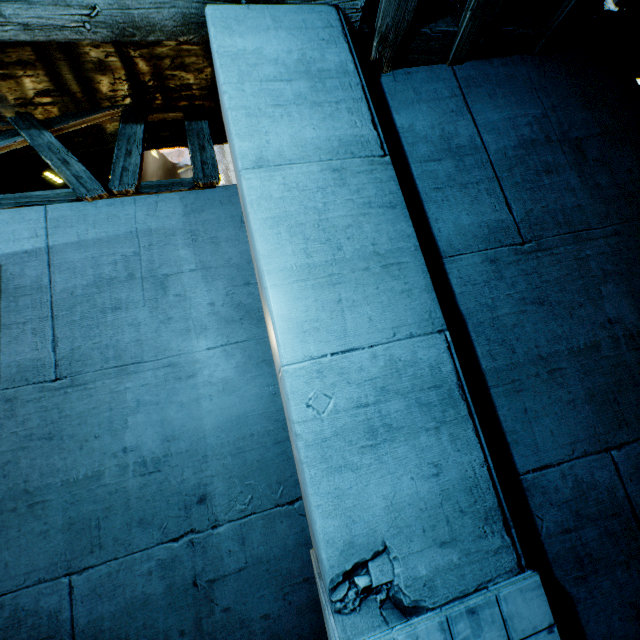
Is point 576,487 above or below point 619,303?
below
